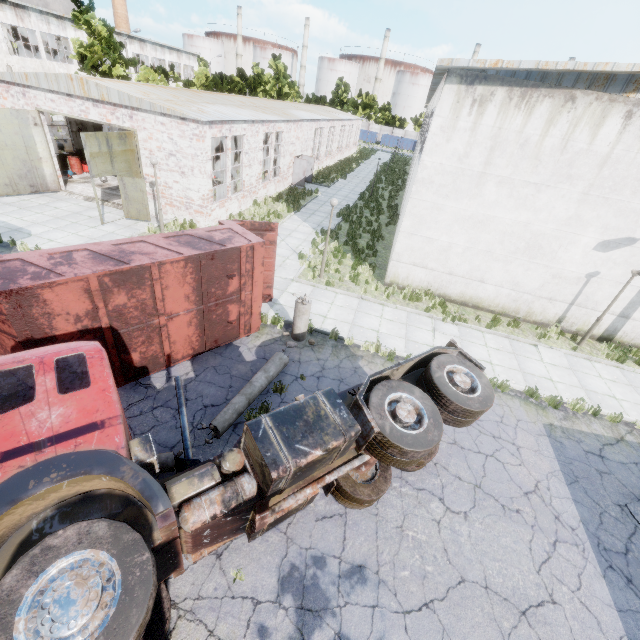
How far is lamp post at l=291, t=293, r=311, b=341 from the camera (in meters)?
9.74

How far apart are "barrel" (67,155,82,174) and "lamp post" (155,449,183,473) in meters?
22.0

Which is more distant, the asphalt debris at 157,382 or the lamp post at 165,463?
the asphalt debris at 157,382

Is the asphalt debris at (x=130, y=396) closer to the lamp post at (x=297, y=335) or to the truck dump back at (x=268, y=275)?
the truck dump back at (x=268, y=275)

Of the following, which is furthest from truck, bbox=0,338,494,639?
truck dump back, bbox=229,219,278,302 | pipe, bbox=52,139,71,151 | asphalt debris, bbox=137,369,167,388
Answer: pipe, bbox=52,139,71,151

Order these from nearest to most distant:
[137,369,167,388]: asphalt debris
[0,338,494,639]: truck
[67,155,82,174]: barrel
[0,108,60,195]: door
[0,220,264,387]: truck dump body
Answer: [0,338,494,639]: truck, [0,220,264,387]: truck dump body, [137,369,167,388]: asphalt debris, [0,108,60,195]: door, [67,155,82,174]: barrel

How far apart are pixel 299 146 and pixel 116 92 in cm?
1577

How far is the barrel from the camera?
20.56m
